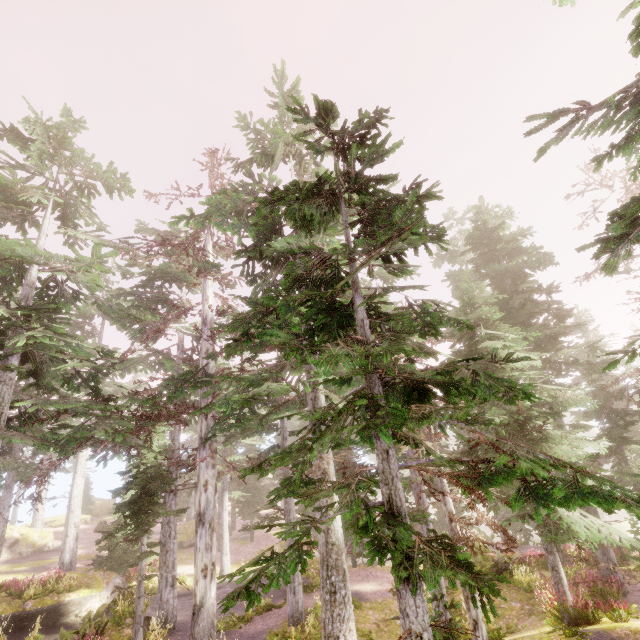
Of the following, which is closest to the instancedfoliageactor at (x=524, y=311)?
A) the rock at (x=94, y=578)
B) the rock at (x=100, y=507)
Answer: the rock at (x=94, y=578)

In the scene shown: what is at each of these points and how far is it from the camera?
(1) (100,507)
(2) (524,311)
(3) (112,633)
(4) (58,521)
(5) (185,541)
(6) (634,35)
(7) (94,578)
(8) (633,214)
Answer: (1) rock, 45.9 meters
(2) instancedfoliageactor, 15.5 meters
(3) rock, 12.7 meters
(4) rock, 37.0 meters
(5) rock, 31.8 meters
(6) instancedfoliageactor, 8.6 meters
(7) rock, 20.0 meters
(8) instancedfoliageactor, 7.5 meters

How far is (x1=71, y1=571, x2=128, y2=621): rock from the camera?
18.14m

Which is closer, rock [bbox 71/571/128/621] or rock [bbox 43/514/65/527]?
rock [bbox 71/571/128/621]

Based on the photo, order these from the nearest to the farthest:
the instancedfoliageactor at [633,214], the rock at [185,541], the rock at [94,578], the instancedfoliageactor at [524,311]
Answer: the instancedfoliageactor at [524,311] → the instancedfoliageactor at [633,214] → the rock at [94,578] → the rock at [185,541]

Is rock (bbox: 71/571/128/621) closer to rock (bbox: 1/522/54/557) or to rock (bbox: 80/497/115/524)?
rock (bbox: 1/522/54/557)

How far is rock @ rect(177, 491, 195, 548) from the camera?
31.5m

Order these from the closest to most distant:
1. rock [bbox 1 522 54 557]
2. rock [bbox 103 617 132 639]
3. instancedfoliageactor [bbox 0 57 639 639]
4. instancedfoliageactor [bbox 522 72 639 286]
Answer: instancedfoliageactor [bbox 0 57 639 639] < instancedfoliageactor [bbox 522 72 639 286] < rock [bbox 103 617 132 639] < rock [bbox 1 522 54 557]
